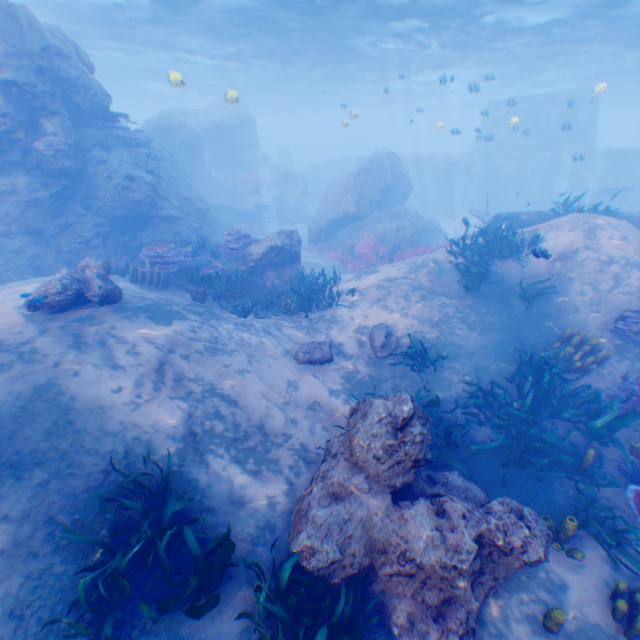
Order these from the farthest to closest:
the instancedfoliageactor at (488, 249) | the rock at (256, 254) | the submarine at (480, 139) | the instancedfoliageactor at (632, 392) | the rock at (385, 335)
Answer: the submarine at (480, 139) < the rock at (256, 254) < the instancedfoliageactor at (488, 249) < the rock at (385, 335) < the instancedfoliageactor at (632, 392)

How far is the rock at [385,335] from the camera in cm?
916

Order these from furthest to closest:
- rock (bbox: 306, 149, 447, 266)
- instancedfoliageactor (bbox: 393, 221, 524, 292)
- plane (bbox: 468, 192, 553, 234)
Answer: rock (bbox: 306, 149, 447, 266) < plane (bbox: 468, 192, 553, 234) < instancedfoliageactor (bbox: 393, 221, 524, 292)

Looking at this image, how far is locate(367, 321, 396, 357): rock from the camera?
9.2 meters

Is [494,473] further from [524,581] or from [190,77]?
[190,77]

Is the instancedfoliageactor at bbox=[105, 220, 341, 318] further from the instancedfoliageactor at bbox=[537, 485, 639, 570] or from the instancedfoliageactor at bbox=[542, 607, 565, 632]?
the instancedfoliageactor at bbox=[537, 485, 639, 570]

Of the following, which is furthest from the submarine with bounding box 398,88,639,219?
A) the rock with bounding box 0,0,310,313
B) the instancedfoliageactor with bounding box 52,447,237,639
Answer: the instancedfoliageactor with bounding box 52,447,237,639

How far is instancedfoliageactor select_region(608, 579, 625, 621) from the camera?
4.1 meters
